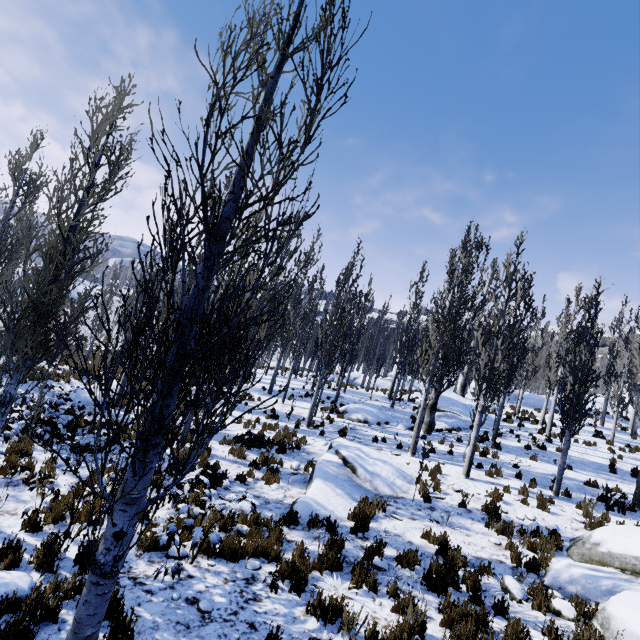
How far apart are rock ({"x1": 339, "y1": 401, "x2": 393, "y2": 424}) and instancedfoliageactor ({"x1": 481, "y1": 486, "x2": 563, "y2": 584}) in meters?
10.1 m

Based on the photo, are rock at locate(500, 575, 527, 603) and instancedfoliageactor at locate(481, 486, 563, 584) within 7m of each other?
yes

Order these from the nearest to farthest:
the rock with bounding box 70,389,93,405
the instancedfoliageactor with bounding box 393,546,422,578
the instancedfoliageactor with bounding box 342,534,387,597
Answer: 1. the instancedfoliageactor with bounding box 342,534,387,597
2. the instancedfoliageactor with bounding box 393,546,422,578
3. the rock with bounding box 70,389,93,405

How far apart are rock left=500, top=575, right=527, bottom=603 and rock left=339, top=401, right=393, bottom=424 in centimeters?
1158cm

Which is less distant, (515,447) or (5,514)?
(5,514)

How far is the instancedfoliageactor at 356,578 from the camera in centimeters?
566cm

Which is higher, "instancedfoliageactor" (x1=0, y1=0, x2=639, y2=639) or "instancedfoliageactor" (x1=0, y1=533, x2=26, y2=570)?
"instancedfoliageactor" (x1=0, y1=0, x2=639, y2=639)

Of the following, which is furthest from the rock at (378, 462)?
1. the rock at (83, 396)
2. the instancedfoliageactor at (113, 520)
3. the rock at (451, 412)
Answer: the rock at (83, 396)
